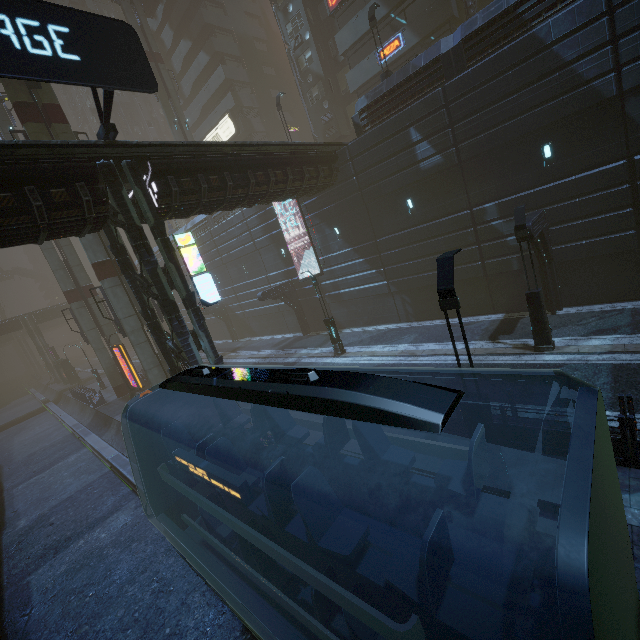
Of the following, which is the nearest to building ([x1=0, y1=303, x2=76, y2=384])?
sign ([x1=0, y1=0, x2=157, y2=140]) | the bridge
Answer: sign ([x1=0, y1=0, x2=157, y2=140])

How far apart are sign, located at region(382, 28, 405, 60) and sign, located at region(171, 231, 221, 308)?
22.69m

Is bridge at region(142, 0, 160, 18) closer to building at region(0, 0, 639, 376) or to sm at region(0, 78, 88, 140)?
sm at region(0, 78, 88, 140)

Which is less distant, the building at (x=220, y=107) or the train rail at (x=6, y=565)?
the train rail at (x=6, y=565)

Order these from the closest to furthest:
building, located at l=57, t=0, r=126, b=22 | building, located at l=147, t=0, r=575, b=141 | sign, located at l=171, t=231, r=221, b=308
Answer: sign, located at l=171, t=231, r=221, b=308, building, located at l=147, t=0, r=575, b=141, building, located at l=57, t=0, r=126, b=22

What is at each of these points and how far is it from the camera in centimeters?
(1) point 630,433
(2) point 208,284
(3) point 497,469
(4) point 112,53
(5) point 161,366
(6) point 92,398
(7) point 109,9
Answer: (1) building, 676cm
(2) sign, 1398cm
(3) street light, 709cm
(4) sign, 945cm
(5) sm, 2161cm
(6) building, 3017cm
(7) building, 5541cm

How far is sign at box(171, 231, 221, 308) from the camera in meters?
13.3 m

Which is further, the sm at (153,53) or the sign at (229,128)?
the sign at (229,128)
